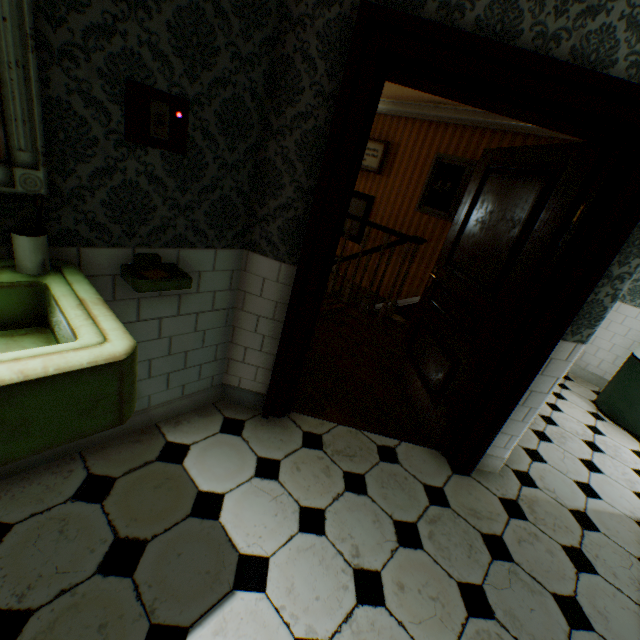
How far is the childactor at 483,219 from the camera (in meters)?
1.89

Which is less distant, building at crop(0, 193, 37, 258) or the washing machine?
building at crop(0, 193, 37, 258)

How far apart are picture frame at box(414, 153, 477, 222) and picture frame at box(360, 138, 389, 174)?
0.99m

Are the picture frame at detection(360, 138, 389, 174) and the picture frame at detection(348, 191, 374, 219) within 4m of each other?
yes

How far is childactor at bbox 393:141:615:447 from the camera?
1.9 meters

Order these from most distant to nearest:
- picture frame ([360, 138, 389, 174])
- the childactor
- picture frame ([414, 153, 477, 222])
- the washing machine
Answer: picture frame ([360, 138, 389, 174]) → picture frame ([414, 153, 477, 222]) → the washing machine → the childactor

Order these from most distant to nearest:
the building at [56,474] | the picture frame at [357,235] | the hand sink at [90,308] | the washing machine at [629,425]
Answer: the picture frame at [357,235], the washing machine at [629,425], the building at [56,474], the hand sink at [90,308]

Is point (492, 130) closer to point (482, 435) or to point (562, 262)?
point (562, 262)
